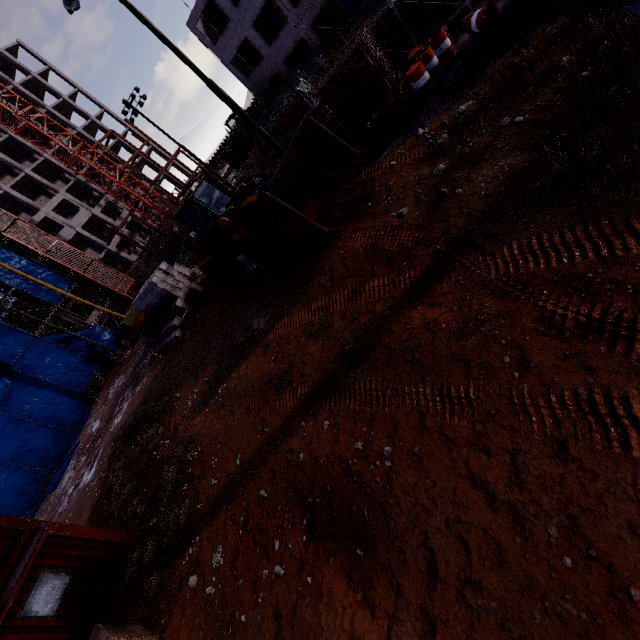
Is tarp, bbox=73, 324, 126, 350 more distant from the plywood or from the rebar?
the rebar

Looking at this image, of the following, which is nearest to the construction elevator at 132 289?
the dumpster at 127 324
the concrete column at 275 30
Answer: the dumpster at 127 324

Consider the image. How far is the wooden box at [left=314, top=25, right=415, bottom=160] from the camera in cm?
1085

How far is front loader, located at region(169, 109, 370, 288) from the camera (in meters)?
9.88

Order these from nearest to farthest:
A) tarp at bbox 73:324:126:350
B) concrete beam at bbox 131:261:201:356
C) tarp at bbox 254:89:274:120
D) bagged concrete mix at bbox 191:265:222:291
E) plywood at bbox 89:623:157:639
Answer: plywood at bbox 89:623:157:639 < bagged concrete mix at bbox 191:265:222:291 < concrete beam at bbox 131:261:201:356 < tarp at bbox 254:89:274:120 < tarp at bbox 73:324:126:350

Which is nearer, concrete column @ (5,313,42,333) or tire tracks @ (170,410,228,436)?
tire tracks @ (170,410,228,436)

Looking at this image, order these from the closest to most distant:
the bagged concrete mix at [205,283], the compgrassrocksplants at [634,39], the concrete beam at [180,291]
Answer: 1. the compgrassrocksplants at [634,39]
2. the bagged concrete mix at [205,283]
3. the concrete beam at [180,291]

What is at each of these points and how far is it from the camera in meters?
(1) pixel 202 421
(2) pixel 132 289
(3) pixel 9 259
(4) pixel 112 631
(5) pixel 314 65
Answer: (1) tire tracks, 11.4 m
(2) construction elevator, 44.1 m
(3) tarp, 35.2 m
(4) plywood, 7.0 m
(5) concrete brick, 31.9 m
